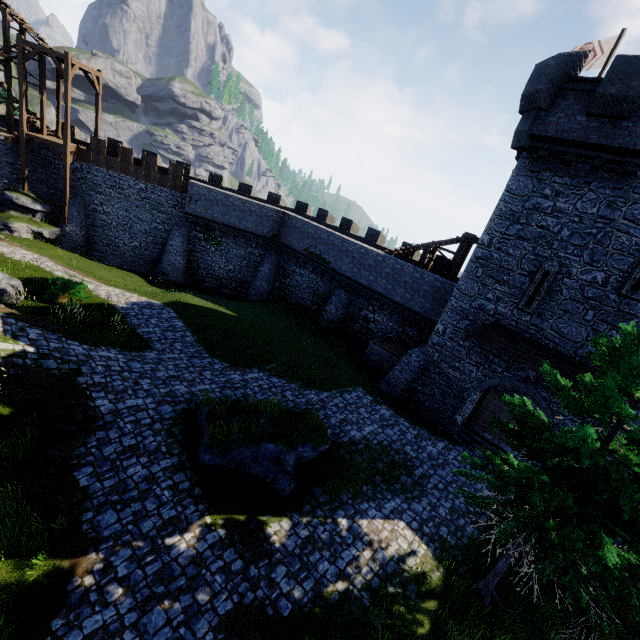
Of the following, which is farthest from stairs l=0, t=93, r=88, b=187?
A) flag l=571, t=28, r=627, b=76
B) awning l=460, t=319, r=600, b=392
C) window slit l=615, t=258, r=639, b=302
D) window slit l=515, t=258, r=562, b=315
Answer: window slit l=615, t=258, r=639, b=302

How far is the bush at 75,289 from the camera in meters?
16.0 m

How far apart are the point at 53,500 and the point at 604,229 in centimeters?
2061cm

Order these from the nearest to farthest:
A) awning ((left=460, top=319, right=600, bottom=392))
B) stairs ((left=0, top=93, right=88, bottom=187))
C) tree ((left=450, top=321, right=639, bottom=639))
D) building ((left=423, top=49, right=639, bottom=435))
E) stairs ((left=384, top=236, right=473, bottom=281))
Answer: tree ((left=450, top=321, right=639, bottom=639)), building ((left=423, top=49, right=639, bottom=435)), awning ((left=460, top=319, right=600, bottom=392)), stairs ((left=384, top=236, right=473, bottom=281)), stairs ((left=0, top=93, right=88, bottom=187))

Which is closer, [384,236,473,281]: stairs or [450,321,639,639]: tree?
[450,321,639,639]: tree

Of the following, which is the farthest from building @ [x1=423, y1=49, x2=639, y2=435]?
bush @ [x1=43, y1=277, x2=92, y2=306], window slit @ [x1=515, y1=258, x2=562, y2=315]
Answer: bush @ [x1=43, y1=277, x2=92, y2=306]

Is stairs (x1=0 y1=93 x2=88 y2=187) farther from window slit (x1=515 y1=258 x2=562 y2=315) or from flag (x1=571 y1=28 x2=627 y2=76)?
window slit (x1=515 y1=258 x2=562 y2=315)

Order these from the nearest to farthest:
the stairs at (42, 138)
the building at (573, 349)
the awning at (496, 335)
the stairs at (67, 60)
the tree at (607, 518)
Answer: the tree at (607, 518) → the building at (573, 349) → the awning at (496, 335) → the stairs at (67, 60) → the stairs at (42, 138)
